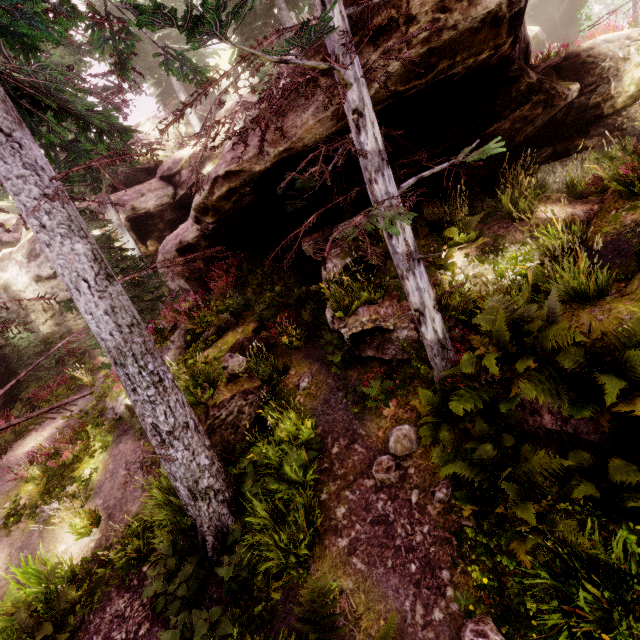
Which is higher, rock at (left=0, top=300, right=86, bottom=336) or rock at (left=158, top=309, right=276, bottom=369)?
rock at (left=0, top=300, right=86, bottom=336)

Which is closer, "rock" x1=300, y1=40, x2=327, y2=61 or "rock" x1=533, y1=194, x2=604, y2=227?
"rock" x1=300, y1=40, x2=327, y2=61

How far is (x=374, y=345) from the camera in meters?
7.5 m

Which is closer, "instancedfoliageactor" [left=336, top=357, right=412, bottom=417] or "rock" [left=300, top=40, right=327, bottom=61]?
"rock" [left=300, top=40, right=327, bottom=61]

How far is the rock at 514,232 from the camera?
7.7m

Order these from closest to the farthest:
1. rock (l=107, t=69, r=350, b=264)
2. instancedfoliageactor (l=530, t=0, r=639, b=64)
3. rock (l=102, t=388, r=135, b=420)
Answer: rock (l=107, t=69, r=350, b=264)
instancedfoliageactor (l=530, t=0, r=639, b=64)
rock (l=102, t=388, r=135, b=420)

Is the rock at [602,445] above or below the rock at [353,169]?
below
